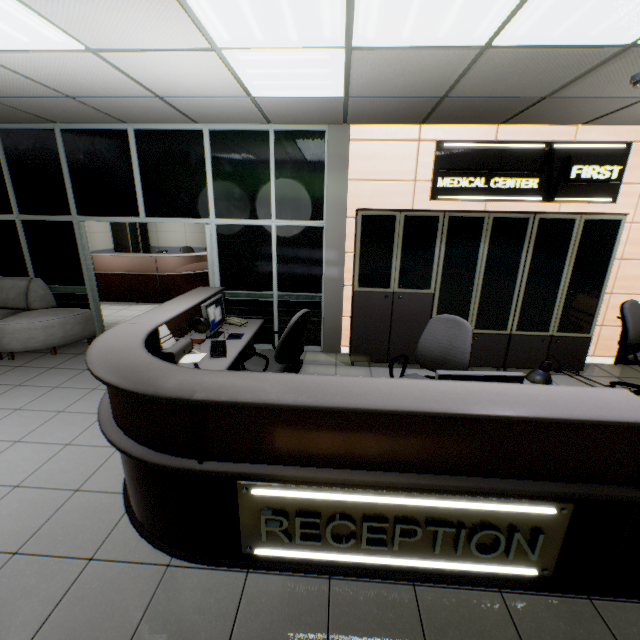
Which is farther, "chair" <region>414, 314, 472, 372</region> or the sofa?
the sofa

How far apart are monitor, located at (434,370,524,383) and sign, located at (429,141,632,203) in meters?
3.2

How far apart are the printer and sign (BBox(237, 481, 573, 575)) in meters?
1.4

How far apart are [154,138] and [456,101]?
3.95m

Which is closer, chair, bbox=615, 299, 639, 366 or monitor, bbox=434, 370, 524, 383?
monitor, bbox=434, 370, 524, 383

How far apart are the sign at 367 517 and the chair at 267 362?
1.4m

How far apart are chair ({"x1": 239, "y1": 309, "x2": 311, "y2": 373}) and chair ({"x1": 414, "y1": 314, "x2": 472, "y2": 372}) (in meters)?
0.88

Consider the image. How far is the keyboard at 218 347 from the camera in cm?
308
